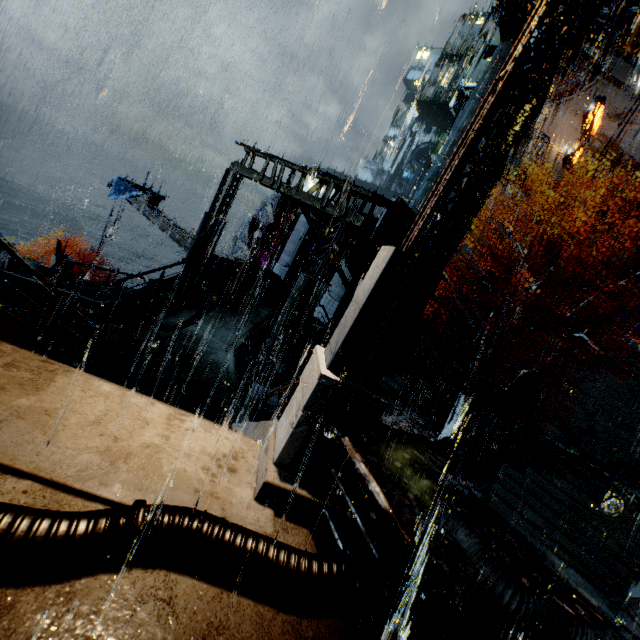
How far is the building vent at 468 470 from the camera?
13.5 meters

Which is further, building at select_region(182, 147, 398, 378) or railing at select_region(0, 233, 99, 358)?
building at select_region(182, 147, 398, 378)

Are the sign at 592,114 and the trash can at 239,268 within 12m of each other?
no

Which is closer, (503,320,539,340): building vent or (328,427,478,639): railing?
(328,427,478,639): railing

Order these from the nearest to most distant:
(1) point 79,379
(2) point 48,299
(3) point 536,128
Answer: (1) point 79,379 → (2) point 48,299 → (3) point 536,128

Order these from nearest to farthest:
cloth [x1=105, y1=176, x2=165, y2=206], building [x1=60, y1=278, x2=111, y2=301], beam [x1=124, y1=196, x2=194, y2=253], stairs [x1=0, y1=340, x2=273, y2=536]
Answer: stairs [x1=0, y1=340, x2=273, y2=536]
building [x1=60, y1=278, x2=111, y2=301]
beam [x1=124, y1=196, x2=194, y2=253]
cloth [x1=105, y1=176, x2=165, y2=206]

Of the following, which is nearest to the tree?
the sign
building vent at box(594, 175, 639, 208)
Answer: building vent at box(594, 175, 639, 208)

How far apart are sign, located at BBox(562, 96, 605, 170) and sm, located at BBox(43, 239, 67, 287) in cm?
3955
